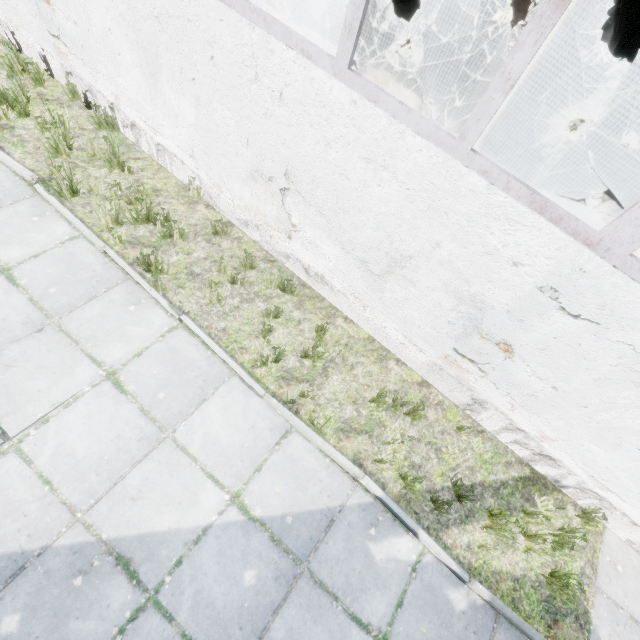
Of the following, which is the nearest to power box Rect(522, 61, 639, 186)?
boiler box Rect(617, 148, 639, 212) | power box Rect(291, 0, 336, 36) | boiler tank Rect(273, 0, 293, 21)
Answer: boiler box Rect(617, 148, 639, 212)

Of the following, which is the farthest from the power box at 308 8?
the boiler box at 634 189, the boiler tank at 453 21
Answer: the boiler box at 634 189

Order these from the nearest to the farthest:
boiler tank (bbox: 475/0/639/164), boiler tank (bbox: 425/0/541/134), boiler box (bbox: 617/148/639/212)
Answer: boiler tank (bbox: 475/0/639/164), boiler tank (bbox: 425/0/541/134), boiler box (bbox: 617/148/639/212)

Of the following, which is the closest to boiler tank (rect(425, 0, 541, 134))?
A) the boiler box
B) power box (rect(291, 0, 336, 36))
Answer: the boiler box

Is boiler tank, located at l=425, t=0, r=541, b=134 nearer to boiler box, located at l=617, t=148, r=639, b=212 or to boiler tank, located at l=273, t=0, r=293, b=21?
boiler box, located at l=617, t=148, r=639, b=212

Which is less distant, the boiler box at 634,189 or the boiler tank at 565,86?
the boiler tank at 565,86

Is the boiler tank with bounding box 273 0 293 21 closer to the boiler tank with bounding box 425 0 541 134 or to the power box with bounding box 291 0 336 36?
the power box with bounding box 291 0 336 36

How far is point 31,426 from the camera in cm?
330
